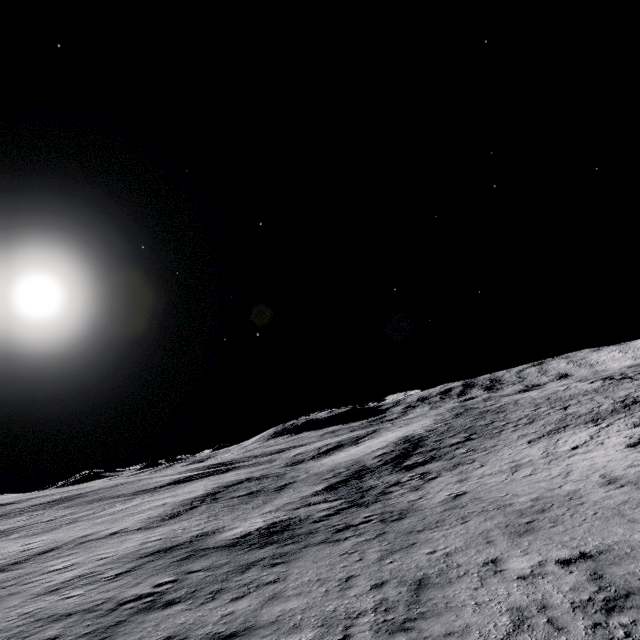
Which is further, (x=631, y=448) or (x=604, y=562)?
(x=631, y=448)
